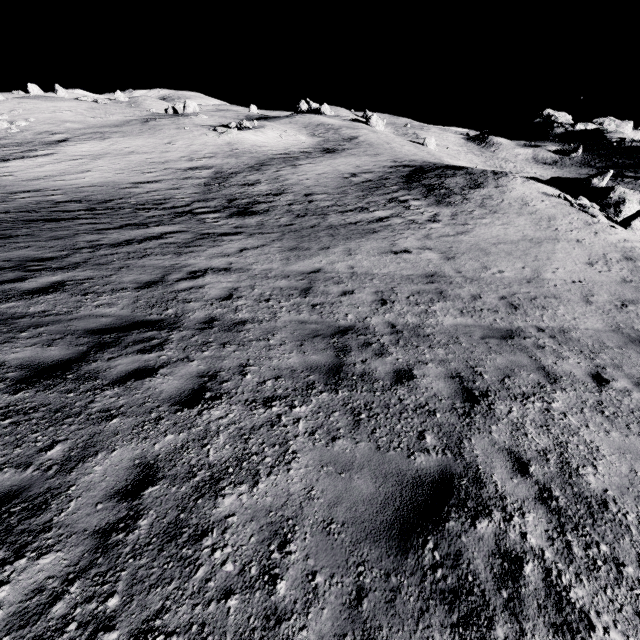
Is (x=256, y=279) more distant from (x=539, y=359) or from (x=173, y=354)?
(x=539, y=359)
